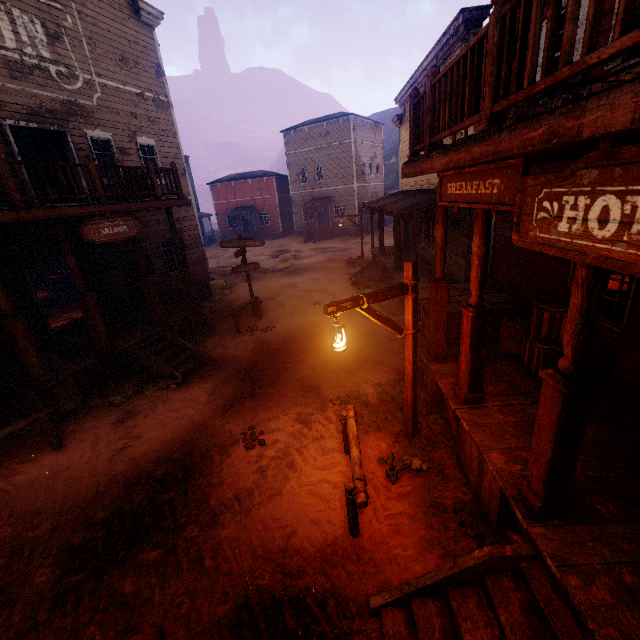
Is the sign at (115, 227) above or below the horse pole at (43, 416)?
above

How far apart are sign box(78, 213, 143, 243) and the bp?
4.0m

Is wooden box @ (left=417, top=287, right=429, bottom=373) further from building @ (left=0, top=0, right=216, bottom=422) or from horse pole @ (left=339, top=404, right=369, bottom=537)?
horse pole @ (left=339, top=404, right=369, bottom=537)

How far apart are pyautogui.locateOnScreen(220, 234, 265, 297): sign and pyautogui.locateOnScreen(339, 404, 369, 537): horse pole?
8.3m

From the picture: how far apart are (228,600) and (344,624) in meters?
1.4

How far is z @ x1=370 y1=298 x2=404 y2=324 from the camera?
11.5m

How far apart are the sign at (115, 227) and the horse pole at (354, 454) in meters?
7.5 m

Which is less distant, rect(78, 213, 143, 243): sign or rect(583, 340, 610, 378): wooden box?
rect(583, 340, 610, 378): wooden box
